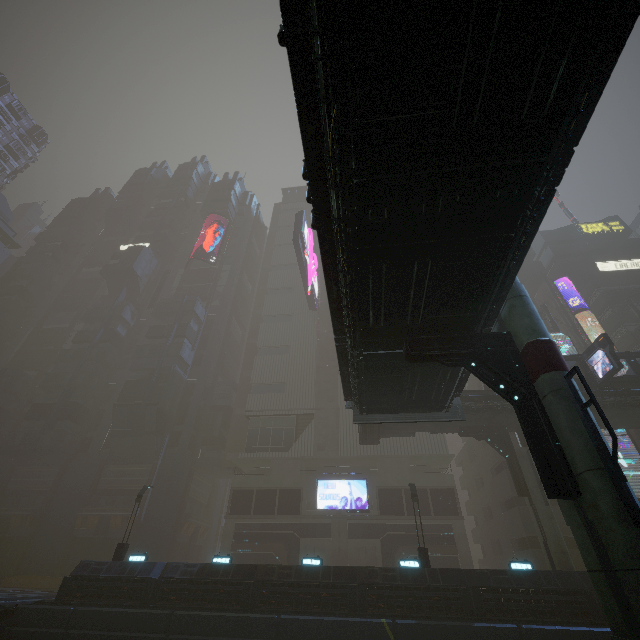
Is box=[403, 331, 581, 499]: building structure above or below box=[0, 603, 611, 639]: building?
above

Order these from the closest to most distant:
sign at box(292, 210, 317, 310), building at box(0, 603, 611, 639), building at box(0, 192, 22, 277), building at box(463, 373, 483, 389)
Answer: building at box(0, 603, 611, 639) < building at box(463, 373, 483, 389) < sign at box(292, 210, 317, 310) < building at box(0, 192, 22, 277)

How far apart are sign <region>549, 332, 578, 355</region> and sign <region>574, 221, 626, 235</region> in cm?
2095

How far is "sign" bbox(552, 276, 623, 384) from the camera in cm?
2125

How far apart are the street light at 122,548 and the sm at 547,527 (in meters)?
27.82

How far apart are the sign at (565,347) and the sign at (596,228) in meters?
20.9

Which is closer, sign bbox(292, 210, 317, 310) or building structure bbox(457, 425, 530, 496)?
building structure bbox(457, 425, 530, 496)

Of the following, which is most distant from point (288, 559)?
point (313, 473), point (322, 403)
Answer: point (322, 403)
